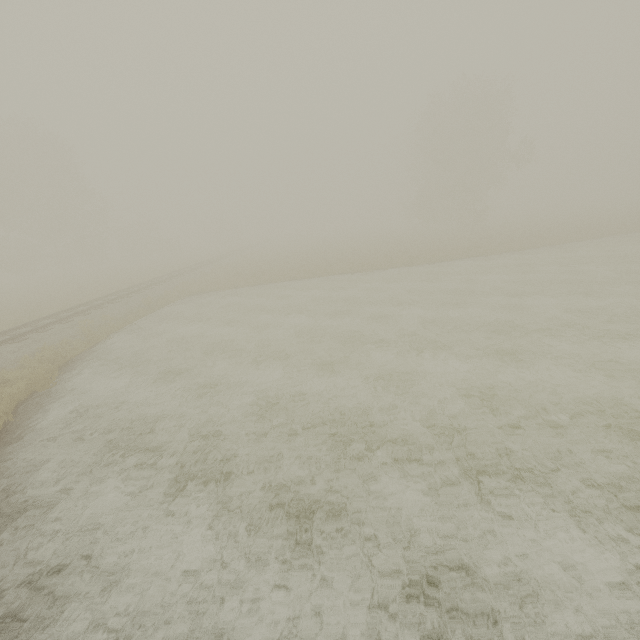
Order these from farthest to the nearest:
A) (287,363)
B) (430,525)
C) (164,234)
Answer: (164,234) → (287,363) → (430,525)
